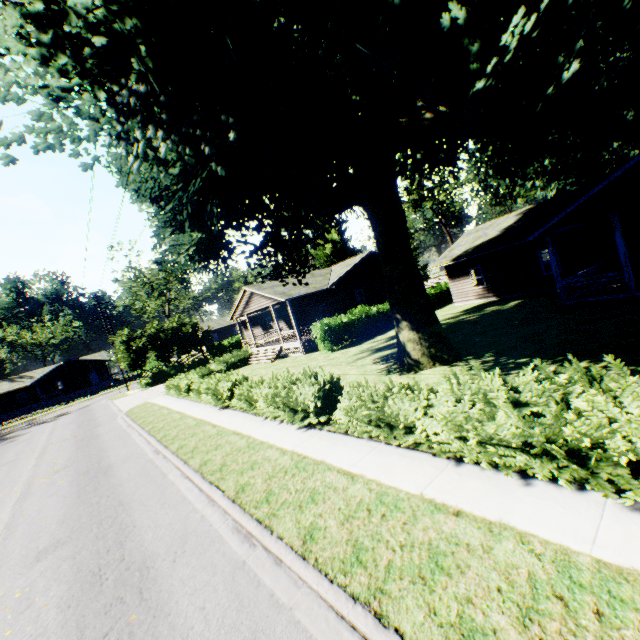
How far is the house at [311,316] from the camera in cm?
2560

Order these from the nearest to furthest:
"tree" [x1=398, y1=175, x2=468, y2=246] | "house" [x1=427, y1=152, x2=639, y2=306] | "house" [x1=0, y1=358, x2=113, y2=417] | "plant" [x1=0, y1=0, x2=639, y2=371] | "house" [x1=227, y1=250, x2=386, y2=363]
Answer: "plant" [x1=0, y1=0, x2=639, y2=371]
"house" [x1=427, y1=152, x2=639, y2=306]
"house" [x1=227, y1=250, x2=386, y2=363]
"tree" [x1=398, y1=175, x2=468, y2=246]
"house" [x1=0, y1=358, x2=113, y2=417]

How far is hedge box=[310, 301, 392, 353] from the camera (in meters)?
22.06

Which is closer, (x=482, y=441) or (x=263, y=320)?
(x=482, y=441)

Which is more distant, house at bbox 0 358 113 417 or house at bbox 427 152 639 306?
house at bbox 0 358 113 417

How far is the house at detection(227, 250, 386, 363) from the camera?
25.6m

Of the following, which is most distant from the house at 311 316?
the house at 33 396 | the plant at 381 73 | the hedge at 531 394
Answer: the house at 33 396

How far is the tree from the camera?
50.5 meters
